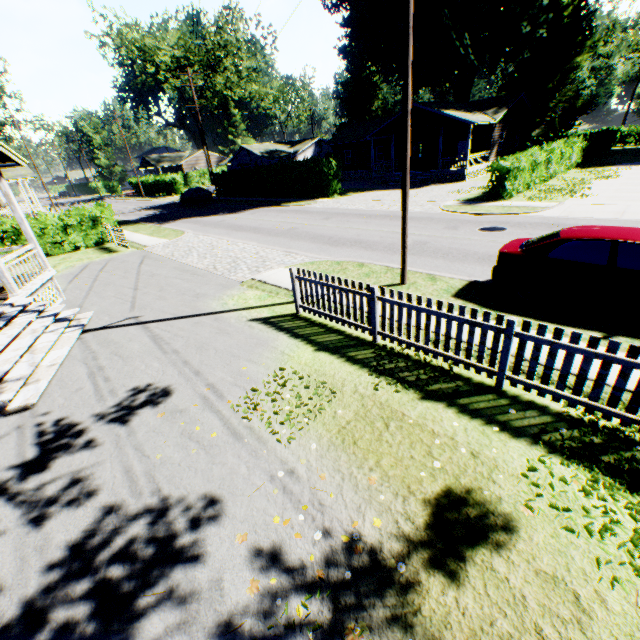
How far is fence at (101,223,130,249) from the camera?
17.7m

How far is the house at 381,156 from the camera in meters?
31.8 m

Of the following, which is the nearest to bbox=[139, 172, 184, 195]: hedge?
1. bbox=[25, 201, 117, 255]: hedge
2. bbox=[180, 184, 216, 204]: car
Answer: bbox=[180, 184, 216, 204]: car

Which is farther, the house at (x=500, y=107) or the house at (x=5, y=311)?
the house at (x=500, y=107)

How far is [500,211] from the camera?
16.3 meters

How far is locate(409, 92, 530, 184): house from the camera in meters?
28.0 m

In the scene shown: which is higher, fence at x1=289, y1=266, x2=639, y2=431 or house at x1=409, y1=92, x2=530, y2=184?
house at x1=409, y1=92, x2=530, y2=184

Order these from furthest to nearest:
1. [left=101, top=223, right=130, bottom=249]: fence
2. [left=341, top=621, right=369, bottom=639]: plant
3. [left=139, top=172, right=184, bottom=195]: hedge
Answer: [left=139, top=172, right=184, bottom=195]: hedge < [left=101, top=223, right=130, bottom=249]: fence < [left=341, top=621, right=369, bottom=639]: plant
